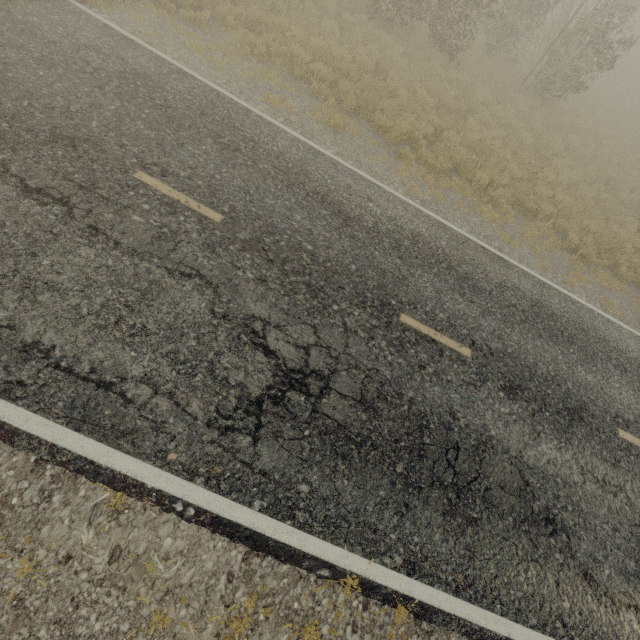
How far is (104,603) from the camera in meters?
3.0
